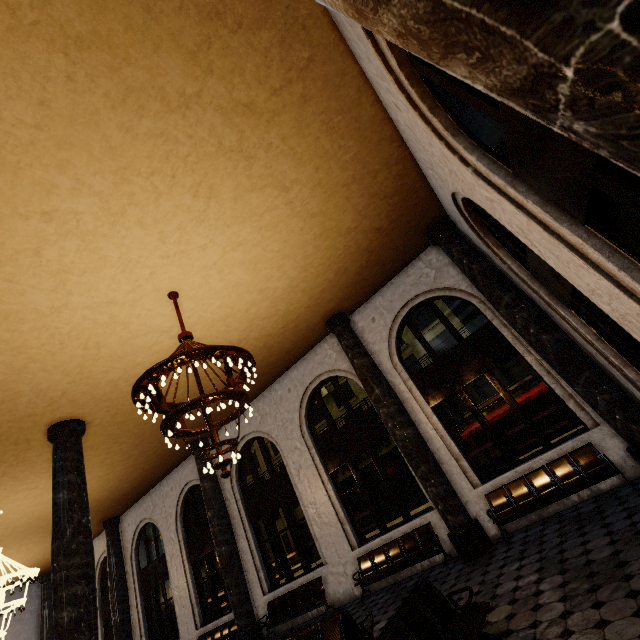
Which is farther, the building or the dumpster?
the dumpster

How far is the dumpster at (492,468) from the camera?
9.4m

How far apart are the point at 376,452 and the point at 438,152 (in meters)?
8.00

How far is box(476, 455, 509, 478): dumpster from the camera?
9.43m

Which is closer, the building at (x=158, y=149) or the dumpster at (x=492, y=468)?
the building at (x=158, y=149)
